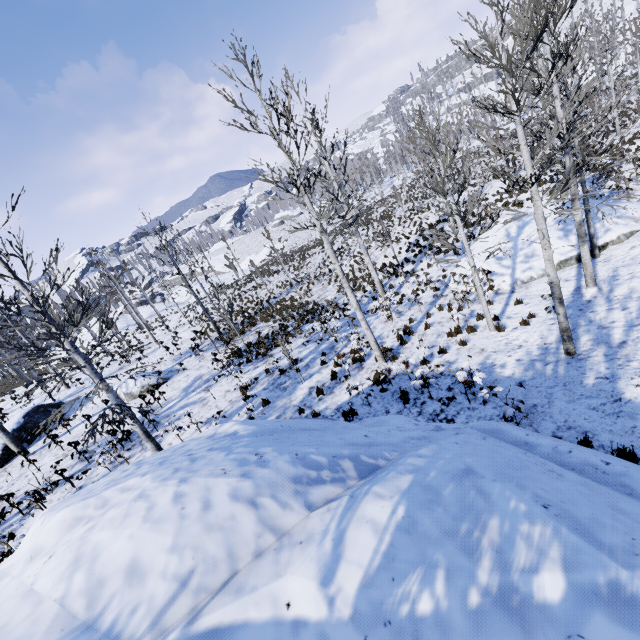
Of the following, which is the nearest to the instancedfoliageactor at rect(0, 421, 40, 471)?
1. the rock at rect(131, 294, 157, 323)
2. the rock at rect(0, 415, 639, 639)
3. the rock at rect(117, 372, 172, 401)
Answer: the rock at rect(0, 415, 639, 639)

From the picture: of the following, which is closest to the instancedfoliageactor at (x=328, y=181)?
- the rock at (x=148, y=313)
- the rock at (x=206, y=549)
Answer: the rock at (x=206, y=549)

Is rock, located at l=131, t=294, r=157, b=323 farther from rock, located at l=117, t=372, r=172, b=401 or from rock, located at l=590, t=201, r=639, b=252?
rock, located at l=590, t=201, r=639, b=252

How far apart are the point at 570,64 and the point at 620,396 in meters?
6.2

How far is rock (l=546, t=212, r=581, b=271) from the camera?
12.9m

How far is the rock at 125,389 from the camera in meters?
16.6 m

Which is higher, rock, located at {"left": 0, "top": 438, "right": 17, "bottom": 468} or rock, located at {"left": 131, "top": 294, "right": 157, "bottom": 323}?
rock, located at {"left": 131, "top": 294, "right": 157, "bottom": 323}

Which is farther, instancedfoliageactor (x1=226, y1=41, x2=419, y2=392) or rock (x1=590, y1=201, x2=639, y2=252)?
rock (x1=590, y1=201, x2=639, y2=252)
